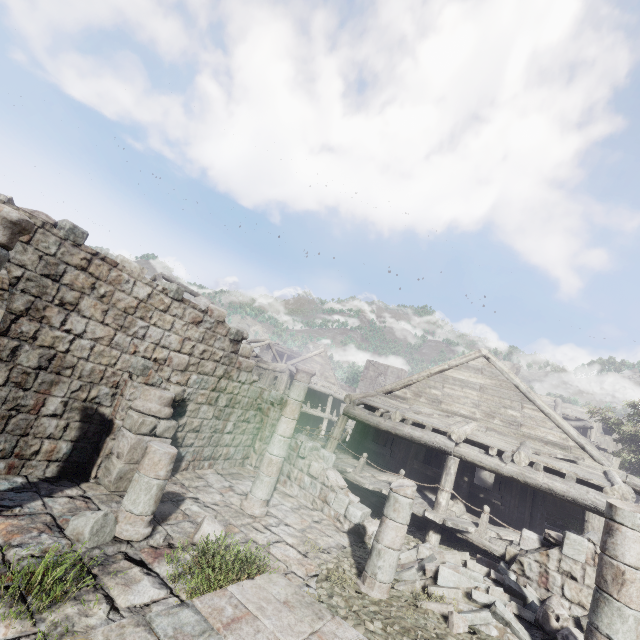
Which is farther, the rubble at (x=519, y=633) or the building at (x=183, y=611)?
the rubble at (x=519, y=633)

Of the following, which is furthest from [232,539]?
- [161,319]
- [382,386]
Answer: [382,386]

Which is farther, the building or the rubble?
the rubble
